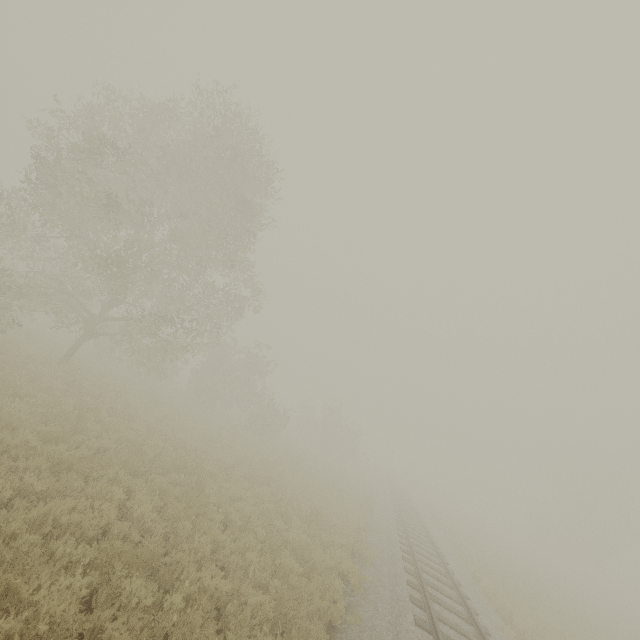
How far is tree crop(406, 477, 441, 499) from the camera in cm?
5229

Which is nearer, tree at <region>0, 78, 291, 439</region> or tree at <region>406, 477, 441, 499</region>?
tree at <region>0, 78, 291, 439</region>

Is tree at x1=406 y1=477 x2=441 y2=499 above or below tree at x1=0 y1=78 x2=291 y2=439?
below

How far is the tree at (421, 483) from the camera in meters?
52.3 m

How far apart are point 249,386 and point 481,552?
22.45m

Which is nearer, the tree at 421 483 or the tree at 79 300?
the tree at 79 300
